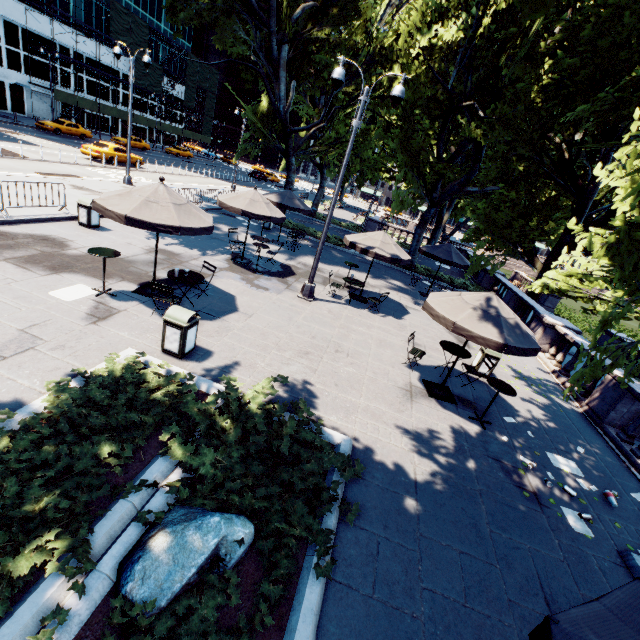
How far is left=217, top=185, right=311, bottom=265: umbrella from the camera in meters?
12.0 m

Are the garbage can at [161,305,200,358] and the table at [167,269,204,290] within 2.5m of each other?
yes

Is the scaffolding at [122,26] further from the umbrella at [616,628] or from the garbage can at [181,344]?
the umbrella at [616,628]

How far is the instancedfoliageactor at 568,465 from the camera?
7.34m

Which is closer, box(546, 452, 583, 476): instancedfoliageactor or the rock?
the rock

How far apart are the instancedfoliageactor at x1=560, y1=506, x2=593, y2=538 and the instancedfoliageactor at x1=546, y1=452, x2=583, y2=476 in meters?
1.2

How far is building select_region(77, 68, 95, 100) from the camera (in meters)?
43.09

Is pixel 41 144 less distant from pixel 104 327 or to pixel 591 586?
pixel 104 327
